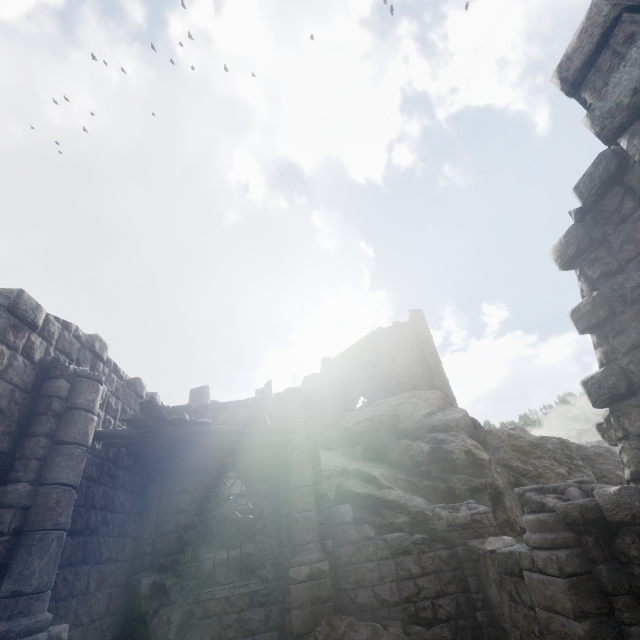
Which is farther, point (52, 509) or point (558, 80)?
point (52, 509)

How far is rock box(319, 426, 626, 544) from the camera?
12.1 meters

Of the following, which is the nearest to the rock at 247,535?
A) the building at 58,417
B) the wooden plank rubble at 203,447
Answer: the building at 58,417

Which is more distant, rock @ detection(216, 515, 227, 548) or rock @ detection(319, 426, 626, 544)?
rock @ detection(319, 426, 626, 544)

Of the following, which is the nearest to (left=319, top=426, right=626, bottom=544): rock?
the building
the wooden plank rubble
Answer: the building

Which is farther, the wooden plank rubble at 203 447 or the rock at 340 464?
the rock at 340 464
